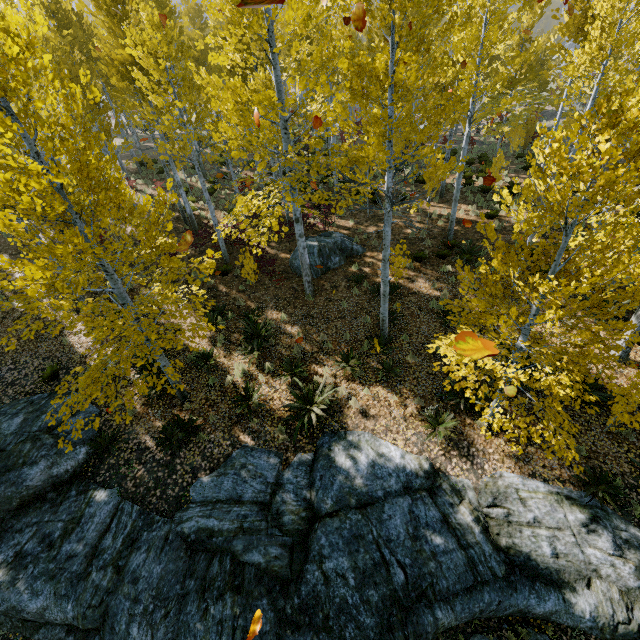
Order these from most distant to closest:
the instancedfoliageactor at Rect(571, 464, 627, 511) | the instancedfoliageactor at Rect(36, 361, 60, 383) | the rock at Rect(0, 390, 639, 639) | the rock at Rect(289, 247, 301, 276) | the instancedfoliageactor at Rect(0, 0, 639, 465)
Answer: the rock at Rect(289, 247, 301, 276) < the instancedfoliageactor at Rect(36, 361, 60, 383) < the instancedfoliageactor at Rect(571, 464, 627, 511) < the rock at Rect(0, 390, 639, 639) < the instancedfoliageactor at Rect(0, 0, 639, 465)

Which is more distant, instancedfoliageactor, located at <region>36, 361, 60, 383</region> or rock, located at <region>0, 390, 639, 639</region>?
instancedfoliageactor, located at <region>36, 361, 60, 383</region>

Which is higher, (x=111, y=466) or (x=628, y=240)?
(x=628, y=240)

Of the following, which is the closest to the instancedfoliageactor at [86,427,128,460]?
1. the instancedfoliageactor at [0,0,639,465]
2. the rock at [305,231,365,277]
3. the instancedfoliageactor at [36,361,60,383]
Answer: the instancedfoliageactor at [0,0,639,465]

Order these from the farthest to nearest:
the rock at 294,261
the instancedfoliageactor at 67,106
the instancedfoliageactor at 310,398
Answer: the rock at 294,261 → the instancedfoliageactor at 310,398 → the instancedfoliageactor at 67,106

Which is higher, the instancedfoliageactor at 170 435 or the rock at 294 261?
the rock at 294 261

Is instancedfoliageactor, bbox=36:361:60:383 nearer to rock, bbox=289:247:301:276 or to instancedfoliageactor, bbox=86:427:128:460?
instancedfoliageactor, bbox=86:427:128:460

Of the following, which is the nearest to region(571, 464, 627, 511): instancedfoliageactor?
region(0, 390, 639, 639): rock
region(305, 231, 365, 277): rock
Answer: region(0, 390, 639, 639): rock
